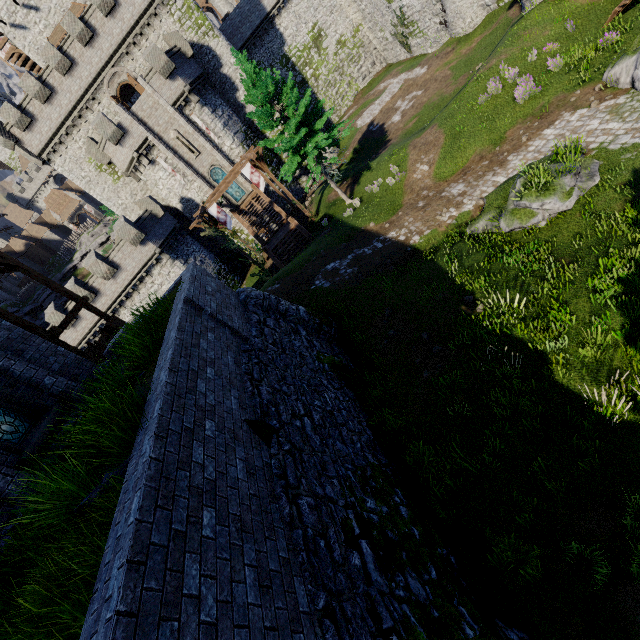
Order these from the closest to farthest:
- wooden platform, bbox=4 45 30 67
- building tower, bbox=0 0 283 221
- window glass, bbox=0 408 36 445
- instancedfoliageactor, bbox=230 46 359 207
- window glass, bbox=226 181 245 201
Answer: window glass, bbox=0 408 36 445, instancedfoliageactor, bbox=230 46 359 207, building tower, bbox=0 0 283 221, window glass, bbox=226 181 245 201, wooden platform, bbox=4 45 30 67

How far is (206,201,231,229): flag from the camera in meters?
23.1

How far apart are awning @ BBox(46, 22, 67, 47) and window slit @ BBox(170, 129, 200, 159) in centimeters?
1867cm

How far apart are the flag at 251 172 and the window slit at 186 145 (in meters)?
10.02

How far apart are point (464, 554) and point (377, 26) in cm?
4986

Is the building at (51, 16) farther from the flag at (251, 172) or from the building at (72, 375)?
the building at (72, 375)

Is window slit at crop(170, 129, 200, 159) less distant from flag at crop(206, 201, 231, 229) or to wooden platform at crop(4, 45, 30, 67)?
flag at crop(206, 201, 231, 229)

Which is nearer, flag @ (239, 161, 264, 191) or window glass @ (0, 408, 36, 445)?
window glass @ (0, 408, 36, 445)
